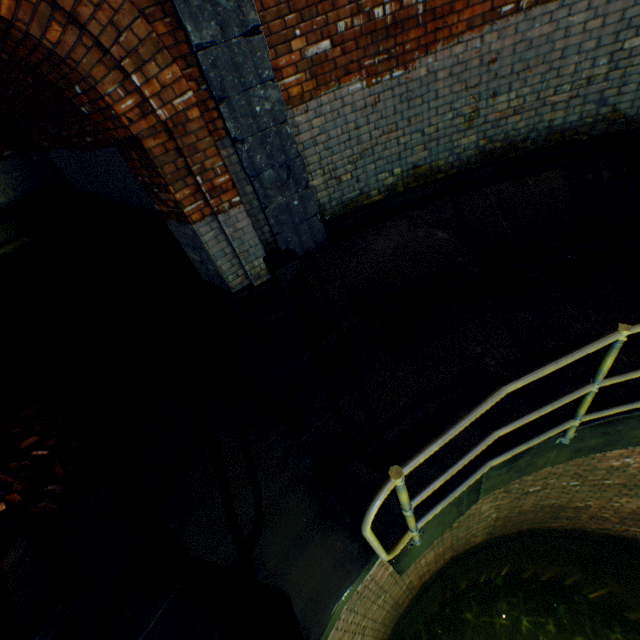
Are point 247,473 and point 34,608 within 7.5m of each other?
yes

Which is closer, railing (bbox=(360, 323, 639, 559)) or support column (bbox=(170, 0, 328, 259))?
railing (bbox=(360, 323, 639, 559))

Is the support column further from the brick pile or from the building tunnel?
the brick pile

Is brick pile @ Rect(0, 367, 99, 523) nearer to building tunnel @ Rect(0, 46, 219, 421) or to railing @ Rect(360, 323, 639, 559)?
building tunnel @ Rect(0, 46, 219, 421)

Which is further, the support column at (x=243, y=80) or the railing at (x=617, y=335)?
the support column at (x=243, y=80)

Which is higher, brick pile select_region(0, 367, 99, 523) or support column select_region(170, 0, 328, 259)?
support column select_region(170, 0, 328, 259)

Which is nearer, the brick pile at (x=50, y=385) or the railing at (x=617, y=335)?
the railing at (x=617, y=335)

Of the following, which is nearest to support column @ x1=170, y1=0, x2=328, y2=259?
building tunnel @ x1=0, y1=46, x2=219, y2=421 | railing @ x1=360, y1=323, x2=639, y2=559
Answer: building tunnel @ x1=0, y1=46, x2=219, y2=421
